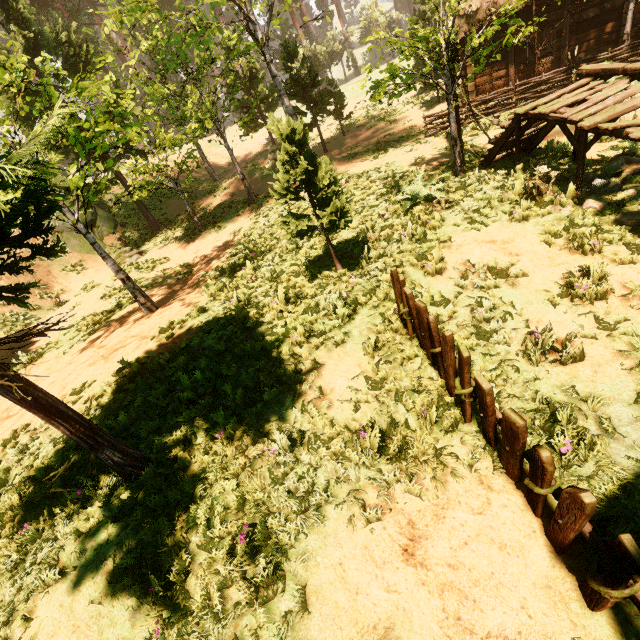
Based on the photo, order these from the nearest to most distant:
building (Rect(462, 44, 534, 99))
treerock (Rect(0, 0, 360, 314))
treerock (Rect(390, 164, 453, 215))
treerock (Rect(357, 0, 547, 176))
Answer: treerock (Rect(0, 0, 360, 314)) < treerock (Rect(357, 0, 547, 176)) < treerock (Rect(390, 164, 453, 215)) < building (Rect(462, 44, 534, 99))

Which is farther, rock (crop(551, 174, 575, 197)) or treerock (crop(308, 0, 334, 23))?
treerock (crop(308, 0, 334, 23))

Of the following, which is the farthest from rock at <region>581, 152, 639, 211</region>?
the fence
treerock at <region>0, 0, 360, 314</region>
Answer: the fence

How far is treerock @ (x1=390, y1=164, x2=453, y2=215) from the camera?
8.5m

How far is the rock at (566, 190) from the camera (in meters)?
6.51

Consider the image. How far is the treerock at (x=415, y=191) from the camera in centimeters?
855cm

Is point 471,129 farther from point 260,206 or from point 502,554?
point 502,554

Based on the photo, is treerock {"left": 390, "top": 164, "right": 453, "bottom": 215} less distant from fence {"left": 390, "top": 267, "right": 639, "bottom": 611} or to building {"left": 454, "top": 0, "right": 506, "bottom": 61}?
building {"left": 454, "top": 0, "right": 506, "bottom": 61}
